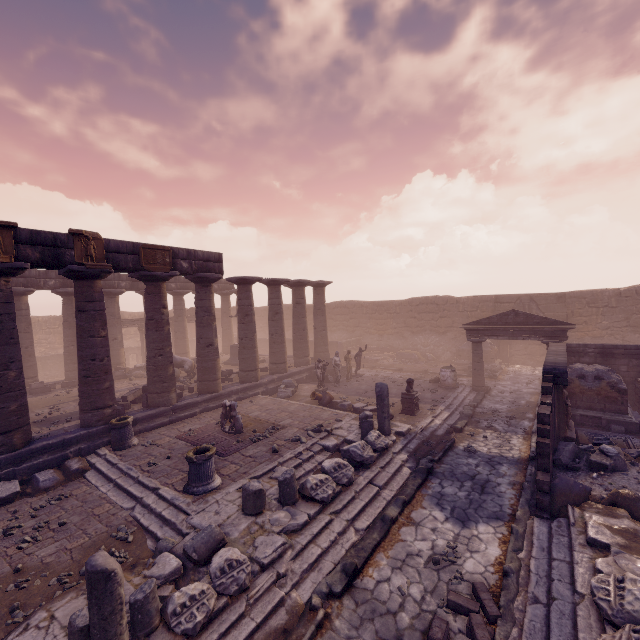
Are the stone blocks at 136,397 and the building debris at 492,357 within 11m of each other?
no

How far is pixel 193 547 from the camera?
5.72m

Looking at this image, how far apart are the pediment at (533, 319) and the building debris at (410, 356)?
6.4m

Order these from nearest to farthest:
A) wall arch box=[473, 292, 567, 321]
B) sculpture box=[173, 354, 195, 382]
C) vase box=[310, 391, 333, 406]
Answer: vase box=[310, 391, 333, 406], sculpture box=[173, 354, 195, 382], wall arch box=[473, 292, 567, 321]

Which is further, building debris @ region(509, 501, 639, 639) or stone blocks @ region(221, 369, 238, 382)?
stone blocks @ region(221, 369, 238, 382)

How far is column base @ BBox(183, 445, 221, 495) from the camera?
7.8m

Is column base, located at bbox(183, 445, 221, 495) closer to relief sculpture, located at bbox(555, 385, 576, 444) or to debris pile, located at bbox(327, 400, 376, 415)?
debris pile, located at bbox(327, 400, 376, 415)

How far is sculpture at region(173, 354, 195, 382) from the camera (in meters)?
17.67
